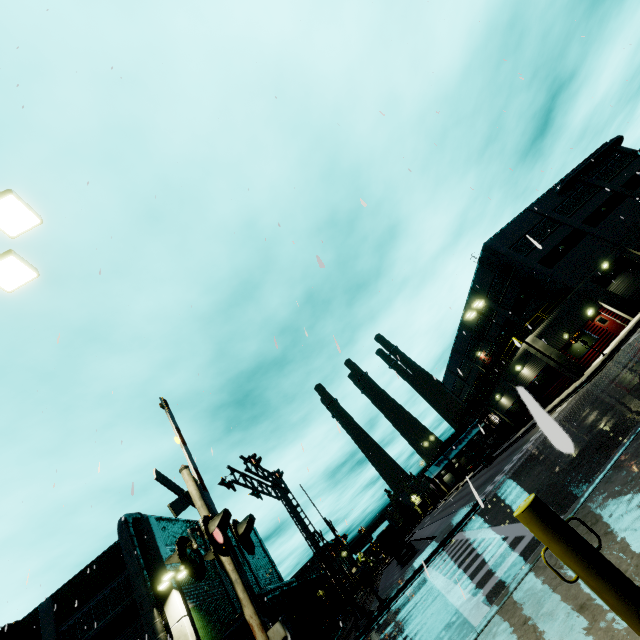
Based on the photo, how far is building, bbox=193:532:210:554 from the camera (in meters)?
29.91

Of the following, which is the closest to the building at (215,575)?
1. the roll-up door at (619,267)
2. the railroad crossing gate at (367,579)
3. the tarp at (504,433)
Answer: the roll-up door at (619,267)

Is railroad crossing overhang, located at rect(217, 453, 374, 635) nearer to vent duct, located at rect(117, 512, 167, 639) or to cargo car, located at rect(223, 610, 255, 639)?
cargo car, located at rect(223, 610, 255, 639)

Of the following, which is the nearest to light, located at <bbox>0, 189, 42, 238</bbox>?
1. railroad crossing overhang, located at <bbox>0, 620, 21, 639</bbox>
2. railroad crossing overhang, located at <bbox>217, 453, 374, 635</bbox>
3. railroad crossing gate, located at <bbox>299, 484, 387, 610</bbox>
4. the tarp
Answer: railroad crossing overhang, located at <bbox>217, 453, 374, 635</bbox>

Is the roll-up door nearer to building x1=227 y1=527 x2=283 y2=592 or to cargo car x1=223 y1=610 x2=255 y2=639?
building x1=227 y1=527 x2=283 y2=592

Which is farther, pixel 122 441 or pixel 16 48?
pixel 122 441

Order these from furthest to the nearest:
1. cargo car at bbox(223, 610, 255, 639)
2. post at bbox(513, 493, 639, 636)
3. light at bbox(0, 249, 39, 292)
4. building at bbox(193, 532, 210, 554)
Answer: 1. building at bbox(193, 532, 210, 554)
2. cargo car at bbox(223, 610, 255, 639)
3. light at bbox(0, 249, 39, 292)
4. post at bbox(513, 493, 639, 636)

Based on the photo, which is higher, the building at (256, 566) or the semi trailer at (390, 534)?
the building at (256, 566)
